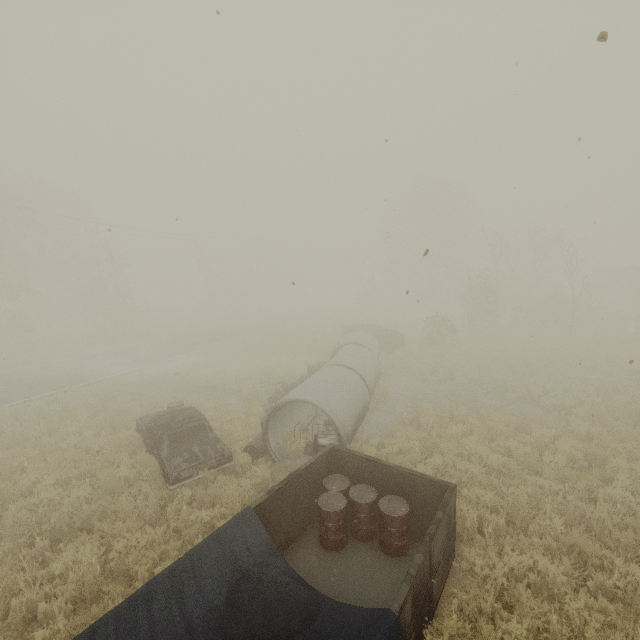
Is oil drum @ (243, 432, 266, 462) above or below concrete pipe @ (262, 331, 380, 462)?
below

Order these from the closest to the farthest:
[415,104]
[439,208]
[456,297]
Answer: [415,104] < [456,297] < [439,208]

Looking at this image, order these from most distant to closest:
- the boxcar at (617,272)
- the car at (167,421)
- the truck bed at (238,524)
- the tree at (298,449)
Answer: the boxcar at (617,272)
the tree at (298,449)
the car at (167,421)
the truck bed at (238,524)

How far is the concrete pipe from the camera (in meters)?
9.09

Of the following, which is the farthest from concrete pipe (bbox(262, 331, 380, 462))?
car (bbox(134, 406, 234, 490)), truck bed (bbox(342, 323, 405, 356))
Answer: truck bed (bbox(342, 323, 405, 356))

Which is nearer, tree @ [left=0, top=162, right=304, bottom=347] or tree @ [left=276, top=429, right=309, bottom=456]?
tree @ [left=276, top=429, right=309, bottom=456]

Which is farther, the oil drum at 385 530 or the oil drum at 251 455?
the oil drum at 251 455

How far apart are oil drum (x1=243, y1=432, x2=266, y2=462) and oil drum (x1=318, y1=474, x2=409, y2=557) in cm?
289
